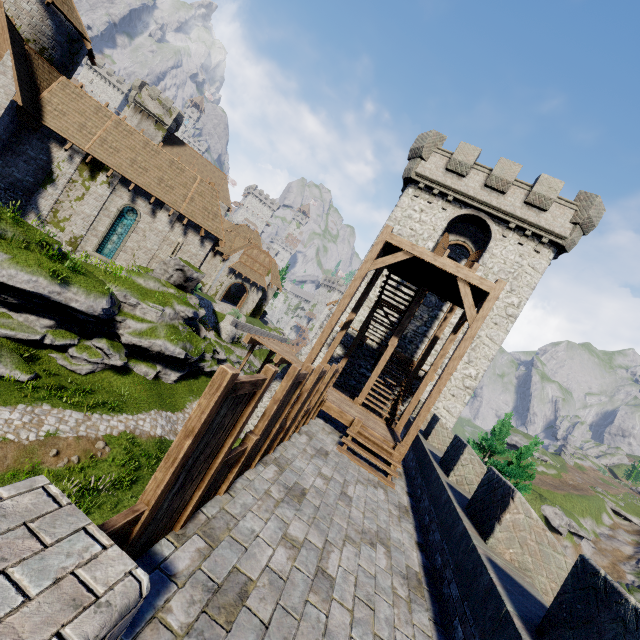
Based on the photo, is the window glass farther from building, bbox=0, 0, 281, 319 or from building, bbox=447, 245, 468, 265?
building, bbox=447, 245, 468, 265

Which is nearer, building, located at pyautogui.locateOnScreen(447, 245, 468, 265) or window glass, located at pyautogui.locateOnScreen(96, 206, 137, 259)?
window glass, located at pyautogui.locateOnScreen(96, 206, 137, 259)

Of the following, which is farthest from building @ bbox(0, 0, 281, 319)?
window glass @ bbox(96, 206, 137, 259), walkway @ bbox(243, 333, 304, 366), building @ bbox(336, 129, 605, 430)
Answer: building @ bbox(336, 129, 605, 430)

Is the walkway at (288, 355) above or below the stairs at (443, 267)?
below

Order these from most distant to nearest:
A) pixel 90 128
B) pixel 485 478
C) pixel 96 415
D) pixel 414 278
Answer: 1. pixel 90 128
2. pixel 96 415
3. pixel 414 278
4. pixel 485 478

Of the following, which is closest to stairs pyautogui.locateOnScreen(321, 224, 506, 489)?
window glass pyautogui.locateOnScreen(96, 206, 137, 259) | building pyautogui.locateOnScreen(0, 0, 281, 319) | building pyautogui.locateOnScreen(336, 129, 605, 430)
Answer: building pyautogui.locateOnScreen(336, 129, 605, 430)

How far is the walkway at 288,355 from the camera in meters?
18.1 m

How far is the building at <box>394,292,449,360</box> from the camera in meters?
19.7
